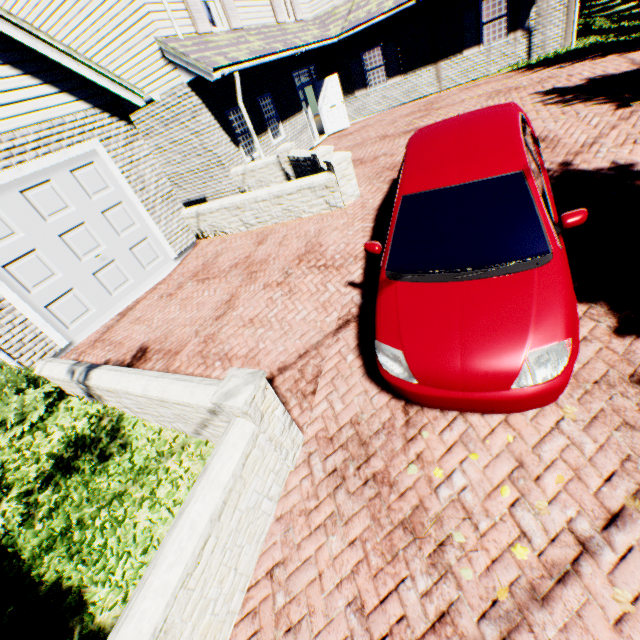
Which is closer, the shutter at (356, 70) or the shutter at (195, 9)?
the shutter at (195, 9)

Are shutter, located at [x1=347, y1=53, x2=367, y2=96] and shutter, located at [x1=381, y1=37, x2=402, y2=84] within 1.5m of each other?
yes

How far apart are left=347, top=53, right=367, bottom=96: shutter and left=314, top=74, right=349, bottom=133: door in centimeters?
140cm

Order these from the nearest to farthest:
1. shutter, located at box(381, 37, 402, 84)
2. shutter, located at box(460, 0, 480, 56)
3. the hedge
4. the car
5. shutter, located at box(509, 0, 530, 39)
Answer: the car < the hedge < shutter, located at box(509, 0, 530, 39) < shutter, located at box(460, 0, 480, 56) < shutter, located at box(381, 37, 402, 84)

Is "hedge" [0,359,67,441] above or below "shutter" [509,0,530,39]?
below

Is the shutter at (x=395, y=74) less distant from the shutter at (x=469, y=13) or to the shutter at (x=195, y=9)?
the shutter at (x=469, y=13)

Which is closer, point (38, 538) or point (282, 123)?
point (38, 538)

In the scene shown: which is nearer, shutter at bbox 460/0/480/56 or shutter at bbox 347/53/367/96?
shutter at bbox 460/0/480/56
